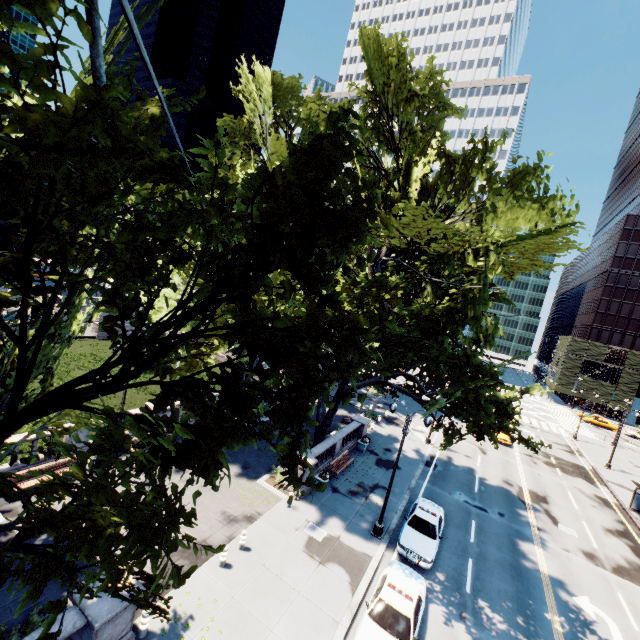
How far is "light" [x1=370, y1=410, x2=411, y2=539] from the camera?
17.0 meters

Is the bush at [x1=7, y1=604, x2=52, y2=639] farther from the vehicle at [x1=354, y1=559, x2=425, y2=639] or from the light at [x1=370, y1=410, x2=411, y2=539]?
the vehicle at [x1=354, y1=559, x2=425, y2=639]

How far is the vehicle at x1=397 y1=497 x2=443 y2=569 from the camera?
16.0m

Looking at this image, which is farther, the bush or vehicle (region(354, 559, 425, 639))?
vehicle (region(354, 559, 425, 639))

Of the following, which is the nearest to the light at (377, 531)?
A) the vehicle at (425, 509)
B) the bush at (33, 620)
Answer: the vehicle at (425, 509)

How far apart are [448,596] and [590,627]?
7.0m

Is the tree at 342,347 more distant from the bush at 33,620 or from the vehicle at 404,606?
the vehicle at 404,606

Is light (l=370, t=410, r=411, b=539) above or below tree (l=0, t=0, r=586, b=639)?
below
